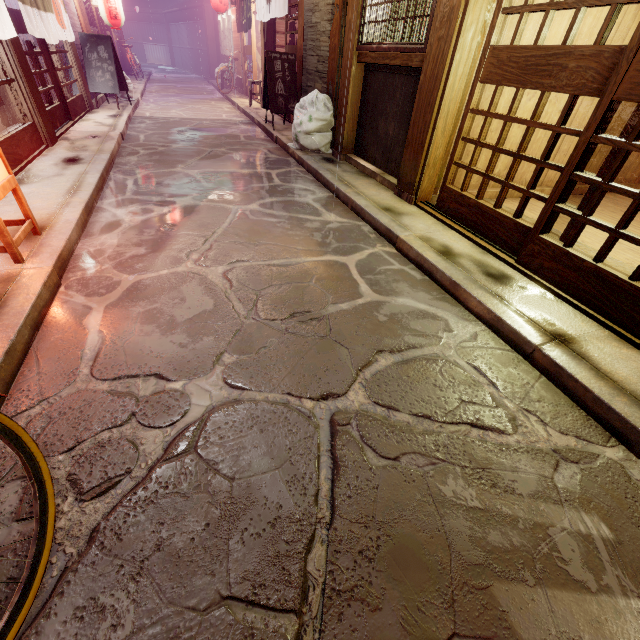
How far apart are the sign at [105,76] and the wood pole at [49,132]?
7.04m

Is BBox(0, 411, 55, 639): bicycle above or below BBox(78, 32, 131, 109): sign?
below

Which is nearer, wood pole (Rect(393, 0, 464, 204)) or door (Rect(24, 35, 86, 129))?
wood pole (Rect(393, 0, 464, 204))

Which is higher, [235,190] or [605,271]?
[605,271]

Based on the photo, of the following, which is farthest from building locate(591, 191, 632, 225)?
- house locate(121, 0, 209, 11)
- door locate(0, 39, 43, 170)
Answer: door locate(0, 39, 43, 170)

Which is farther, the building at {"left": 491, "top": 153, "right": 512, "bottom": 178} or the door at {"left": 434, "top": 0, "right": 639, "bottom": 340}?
the building at {"left": 491, "top": 153, "right": 512, "bottom": 178}

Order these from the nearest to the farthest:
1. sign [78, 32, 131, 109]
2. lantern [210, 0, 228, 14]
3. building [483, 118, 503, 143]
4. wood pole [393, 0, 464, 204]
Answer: wood pole [393, 0, 464, 204]
building [483, 118, 503, 143]
sign [78, 32, 131, 109]
lantern [210, 0, 228, 14]

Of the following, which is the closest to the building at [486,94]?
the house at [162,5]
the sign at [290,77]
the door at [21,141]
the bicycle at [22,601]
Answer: the house at [162,5]
